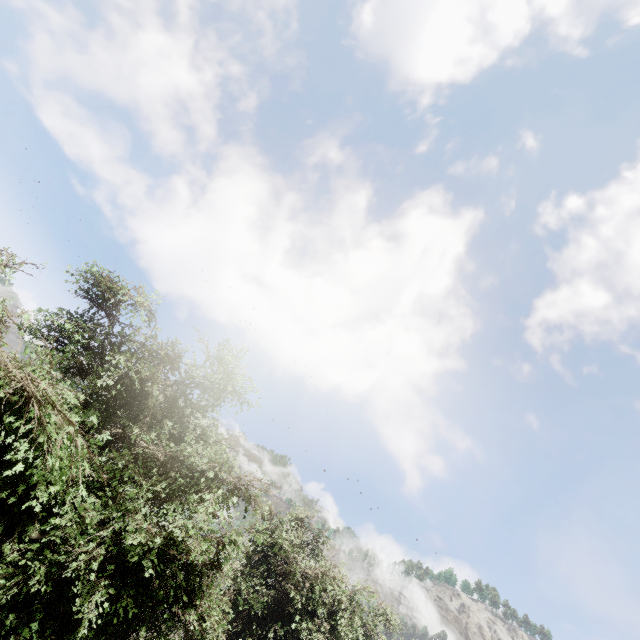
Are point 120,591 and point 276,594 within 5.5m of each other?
no
